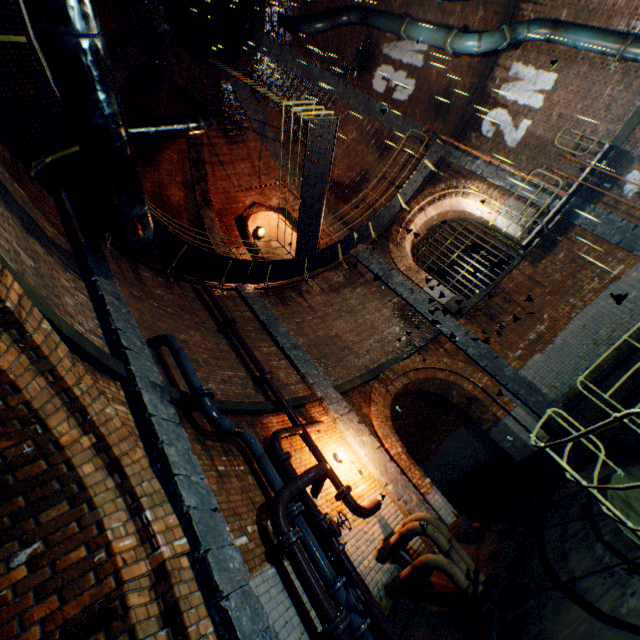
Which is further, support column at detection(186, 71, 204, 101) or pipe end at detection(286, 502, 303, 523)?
support column at detection(186, 71, 204, 101)

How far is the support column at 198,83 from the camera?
12.5 meters

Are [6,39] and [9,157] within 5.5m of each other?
yes

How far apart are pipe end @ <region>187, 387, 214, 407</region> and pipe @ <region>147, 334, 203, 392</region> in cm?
2

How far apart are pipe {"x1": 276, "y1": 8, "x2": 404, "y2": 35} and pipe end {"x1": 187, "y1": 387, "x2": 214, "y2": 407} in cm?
1320

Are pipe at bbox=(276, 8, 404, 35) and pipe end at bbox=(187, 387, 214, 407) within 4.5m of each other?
no

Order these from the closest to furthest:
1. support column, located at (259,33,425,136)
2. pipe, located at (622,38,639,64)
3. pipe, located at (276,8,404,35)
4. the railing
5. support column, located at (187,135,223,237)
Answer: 1. the railing
2. pipe, located at (622,38,639,64)
3. pipe, located at (276,8,404,35)
4. support column, located at (187,135,223,237)
5. support column, located at (259,33,425,136)

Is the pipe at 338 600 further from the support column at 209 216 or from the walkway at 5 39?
the support column at 209 216
